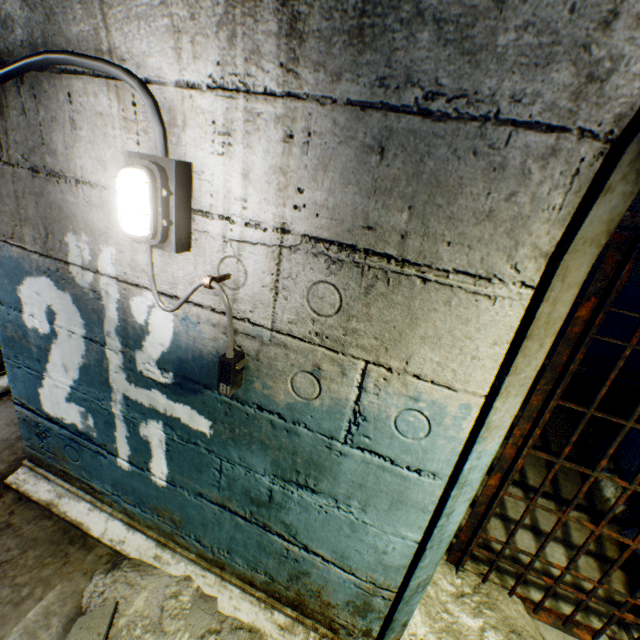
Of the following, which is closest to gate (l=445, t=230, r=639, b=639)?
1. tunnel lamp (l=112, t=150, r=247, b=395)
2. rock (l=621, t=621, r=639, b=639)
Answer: rock (l=621, t=621, r=639, b=639)

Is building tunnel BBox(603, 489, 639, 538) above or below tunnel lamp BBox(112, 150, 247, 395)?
below

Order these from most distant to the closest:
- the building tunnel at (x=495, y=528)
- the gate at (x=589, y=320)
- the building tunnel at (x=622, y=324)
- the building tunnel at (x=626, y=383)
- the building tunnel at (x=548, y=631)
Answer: the building tunnel at (x=622, y=324)
the building tunnel at (x=626, y=383)
the building tunnel at (x=495, y=528)
the building tunnel at (x=548, y=631)
the gate at (x=589, y=320)

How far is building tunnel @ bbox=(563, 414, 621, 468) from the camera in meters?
3.2 m

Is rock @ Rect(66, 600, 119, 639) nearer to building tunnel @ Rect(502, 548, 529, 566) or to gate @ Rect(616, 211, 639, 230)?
building tunnel @ Rect(502, 548, 529, 566)

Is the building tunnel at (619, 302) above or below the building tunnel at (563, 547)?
above

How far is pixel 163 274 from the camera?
1.2 meters

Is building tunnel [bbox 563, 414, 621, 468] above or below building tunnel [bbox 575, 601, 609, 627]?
above
